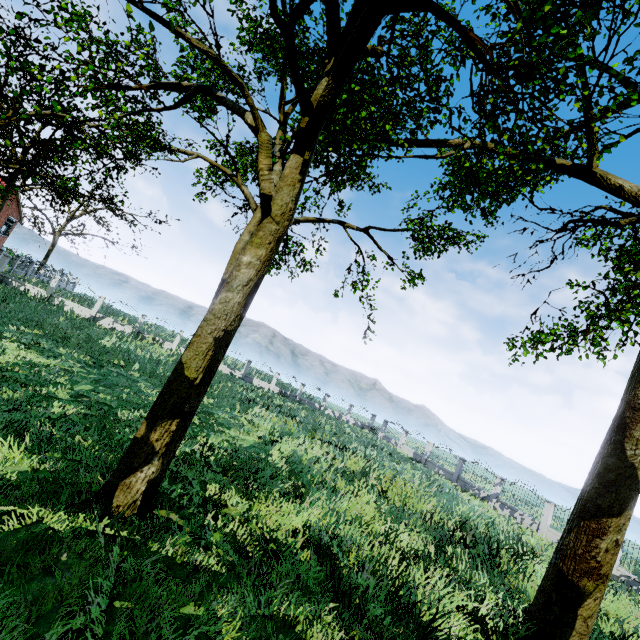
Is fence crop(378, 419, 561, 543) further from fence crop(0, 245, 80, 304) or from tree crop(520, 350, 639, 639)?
fence crop(0, 245, 80, 304)

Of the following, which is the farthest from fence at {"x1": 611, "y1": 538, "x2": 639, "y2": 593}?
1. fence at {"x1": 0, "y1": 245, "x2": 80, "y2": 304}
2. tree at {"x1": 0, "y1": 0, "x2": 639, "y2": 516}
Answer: fence at {"x1": 0, "y1": 245, "x2": 80, "y2": 304}

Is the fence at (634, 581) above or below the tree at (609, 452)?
below

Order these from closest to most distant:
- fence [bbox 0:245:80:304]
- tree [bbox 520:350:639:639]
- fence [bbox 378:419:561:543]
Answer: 1. tree [bbox 520:350:639:639]
2. fence [bbox 378:419:561:543]
3. fence [bbox 0:245:80:304]

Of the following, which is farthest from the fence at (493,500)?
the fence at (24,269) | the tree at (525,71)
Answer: the fence at (24,269)

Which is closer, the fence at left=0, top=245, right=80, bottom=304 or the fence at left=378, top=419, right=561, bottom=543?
the fence at left=378, top=419, right=561, bottom=543

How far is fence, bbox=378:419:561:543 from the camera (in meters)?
18.47

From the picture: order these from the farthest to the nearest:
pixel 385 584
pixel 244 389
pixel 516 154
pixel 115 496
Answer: pixel 244 389, pixel 516 154, pixel 385 584, pixel 115 496
